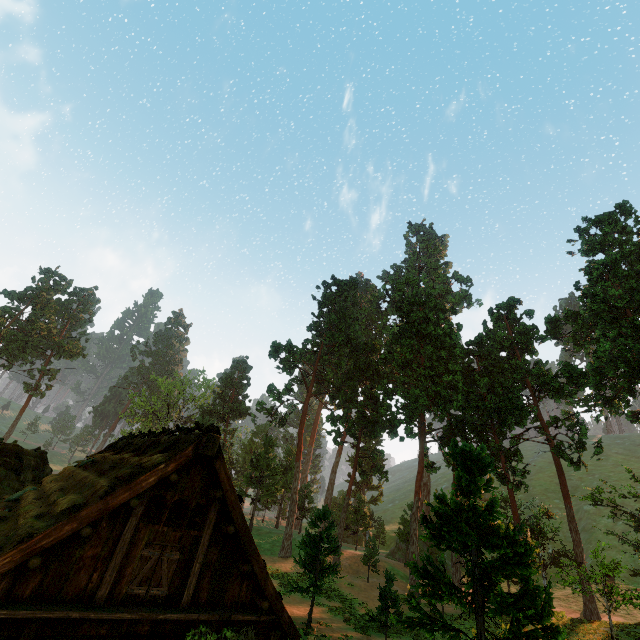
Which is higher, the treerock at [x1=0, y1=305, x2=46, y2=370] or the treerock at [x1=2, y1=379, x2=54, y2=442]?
the treerock at [x1=0, y1=305, x2=46, y2=370]

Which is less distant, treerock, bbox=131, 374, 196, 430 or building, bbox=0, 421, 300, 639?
building, bbox=0, 421, 300, 639

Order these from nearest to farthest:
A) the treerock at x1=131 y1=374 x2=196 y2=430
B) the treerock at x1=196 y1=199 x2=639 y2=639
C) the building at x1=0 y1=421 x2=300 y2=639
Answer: the building at x1=0 y1=421 x2=300 y2=639
the treerock at x1=196 y1=199 x2=639 y2=639
the treerock at x1=131 y1=374 x2=196 y2=430

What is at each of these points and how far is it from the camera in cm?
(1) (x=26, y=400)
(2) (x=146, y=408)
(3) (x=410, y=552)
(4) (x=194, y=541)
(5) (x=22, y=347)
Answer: (1) treerock, 5909
(2) treerock, 5388
(3) treerock, 2791
(4) building, 895
(5) treerock, 5891

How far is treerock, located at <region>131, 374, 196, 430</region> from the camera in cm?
5451

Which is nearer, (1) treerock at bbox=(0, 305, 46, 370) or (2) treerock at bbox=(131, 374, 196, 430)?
(2) treerock at bbox=(131, 374, 196, 430)

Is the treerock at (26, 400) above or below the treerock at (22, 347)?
below

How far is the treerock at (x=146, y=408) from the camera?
54.51m
